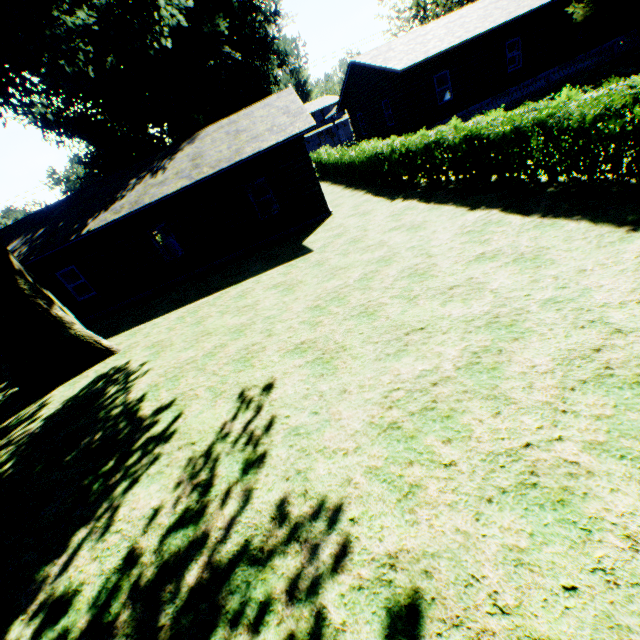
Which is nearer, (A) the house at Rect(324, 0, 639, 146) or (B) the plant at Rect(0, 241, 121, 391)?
(B) the plant at Rect(0, 241, 121, 391)

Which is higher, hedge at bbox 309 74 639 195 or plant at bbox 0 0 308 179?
plant at bbox 0 0 308 179

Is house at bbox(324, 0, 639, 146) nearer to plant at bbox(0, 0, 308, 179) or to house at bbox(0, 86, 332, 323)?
plant at bbox(0, 0, 308, 179)

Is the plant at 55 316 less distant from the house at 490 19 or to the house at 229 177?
the house at 490 19

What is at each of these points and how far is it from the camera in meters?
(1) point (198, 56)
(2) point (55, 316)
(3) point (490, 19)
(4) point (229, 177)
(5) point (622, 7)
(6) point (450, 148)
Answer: (1) plant, 20.9
(2) plant, 9.8
(3) house, 19.0
(4) house, 13.9
(5) plant, 17.7
(6) hedge, 10.1

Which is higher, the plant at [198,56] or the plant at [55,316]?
the plant at [198,56]

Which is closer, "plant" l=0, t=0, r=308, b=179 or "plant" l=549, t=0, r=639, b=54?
"plant" l=0, t=0, r=308, b=179
